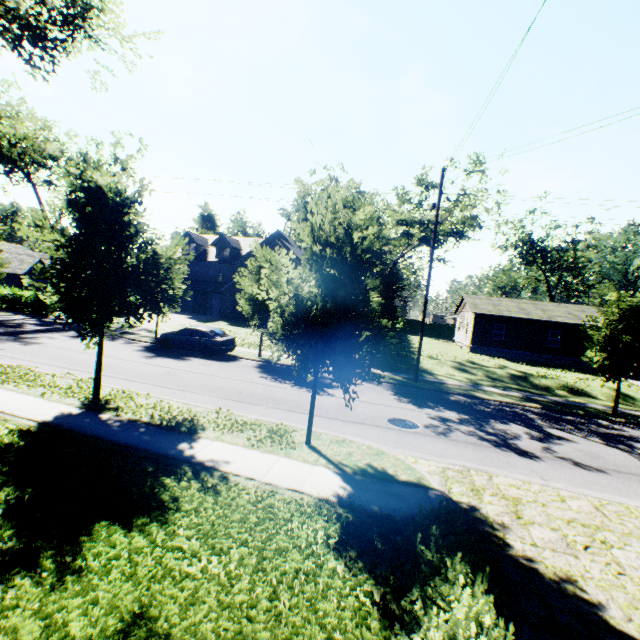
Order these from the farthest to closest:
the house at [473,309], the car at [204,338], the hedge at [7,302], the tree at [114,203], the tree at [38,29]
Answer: the house at [473,309]
the hedge at [7,302]
the car at [204,338]
the tree at [114,203]
the tree at [38,29]

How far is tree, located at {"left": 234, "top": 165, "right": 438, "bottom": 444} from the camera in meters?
7.0

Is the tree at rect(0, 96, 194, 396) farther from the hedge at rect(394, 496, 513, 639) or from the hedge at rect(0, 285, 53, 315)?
the hedge at rect(394, 496, 513, 639)

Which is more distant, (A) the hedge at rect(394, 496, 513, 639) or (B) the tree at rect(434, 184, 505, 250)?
(B) the tree at rect(434, 184, 505, 250)

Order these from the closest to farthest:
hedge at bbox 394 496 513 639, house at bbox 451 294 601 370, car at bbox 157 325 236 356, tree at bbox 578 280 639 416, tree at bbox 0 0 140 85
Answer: hedge at bbox 394 496 513 639 → tree at bbox 0 0 140 85 → tree at bbox 578 280 639 416 → car at bbox 157 325 236 356 → house at bbox 451 294 601 370

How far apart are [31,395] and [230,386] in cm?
620

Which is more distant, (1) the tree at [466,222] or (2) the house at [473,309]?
(2) the house at [473,309]

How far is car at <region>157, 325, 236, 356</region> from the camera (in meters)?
18.97
